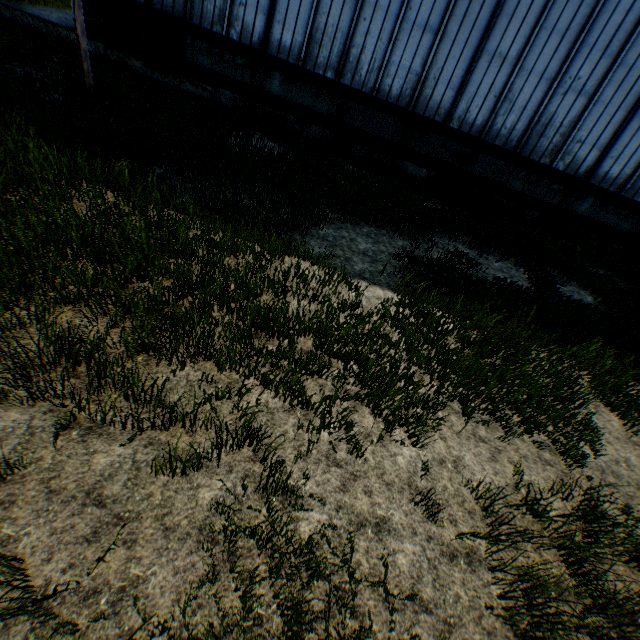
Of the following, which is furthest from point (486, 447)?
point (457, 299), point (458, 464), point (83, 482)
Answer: point (83, 482)
